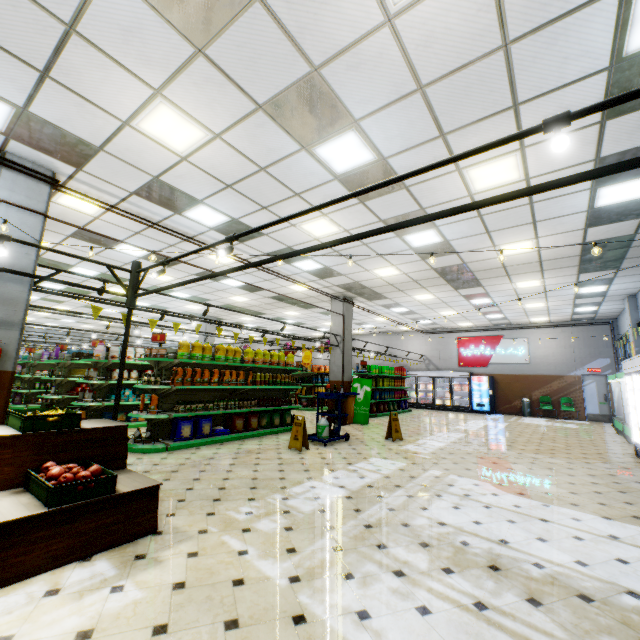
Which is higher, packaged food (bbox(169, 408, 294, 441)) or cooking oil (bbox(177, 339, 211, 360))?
cooking oil (bbox(177, 339, 211, 360))

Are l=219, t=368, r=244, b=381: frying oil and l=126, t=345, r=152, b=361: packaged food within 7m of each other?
yes

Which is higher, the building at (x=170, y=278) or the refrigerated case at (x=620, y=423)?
the building at (x=170, y=278)

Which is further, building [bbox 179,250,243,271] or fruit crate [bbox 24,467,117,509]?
building [bbox 179,250,243,271]

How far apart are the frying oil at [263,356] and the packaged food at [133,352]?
3.4m

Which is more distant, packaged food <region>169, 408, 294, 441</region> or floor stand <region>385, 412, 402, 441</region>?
floor stand <region>385, 412, 402, 441</region>

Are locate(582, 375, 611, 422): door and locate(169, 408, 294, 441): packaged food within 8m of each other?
no

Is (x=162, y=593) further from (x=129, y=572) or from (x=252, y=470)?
(x=252, y=470)
